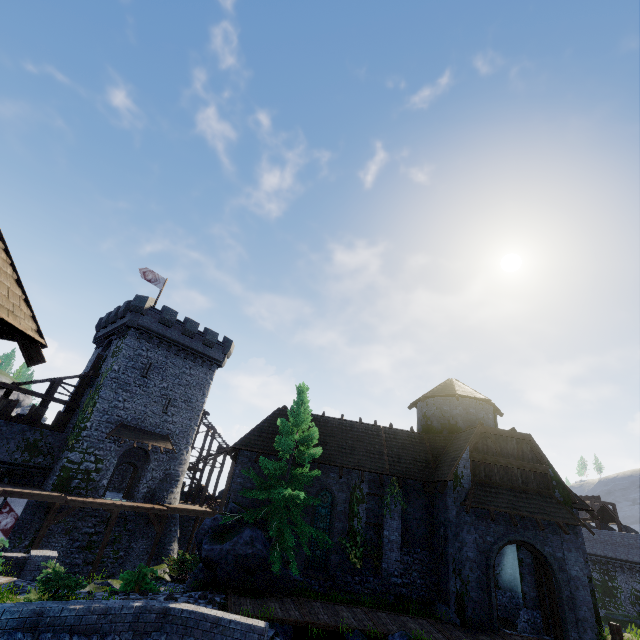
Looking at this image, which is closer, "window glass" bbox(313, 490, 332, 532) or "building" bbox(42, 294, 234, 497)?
"window glass" bbox(313, 490, 332, 532)

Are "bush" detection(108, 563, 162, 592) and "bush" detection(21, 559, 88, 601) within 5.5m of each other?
yes

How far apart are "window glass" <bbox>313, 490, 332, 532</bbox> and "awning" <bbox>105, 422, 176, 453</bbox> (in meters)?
17.21

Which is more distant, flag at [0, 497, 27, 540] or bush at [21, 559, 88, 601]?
flag at [0, 497, 27, 540]

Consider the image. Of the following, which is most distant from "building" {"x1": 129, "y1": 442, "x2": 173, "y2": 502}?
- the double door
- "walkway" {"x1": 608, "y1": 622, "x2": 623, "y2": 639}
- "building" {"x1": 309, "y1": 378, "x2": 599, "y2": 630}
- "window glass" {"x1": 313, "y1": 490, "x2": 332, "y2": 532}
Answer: "walkway" {"x1": 608, "y1": 622, "x2": 623, "y2": 639}

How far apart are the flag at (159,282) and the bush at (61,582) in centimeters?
2699cm

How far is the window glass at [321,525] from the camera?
18.3 meters

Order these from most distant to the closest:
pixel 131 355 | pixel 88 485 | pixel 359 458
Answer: pixel 131 355
pixel 88 485
pixel 359 458
